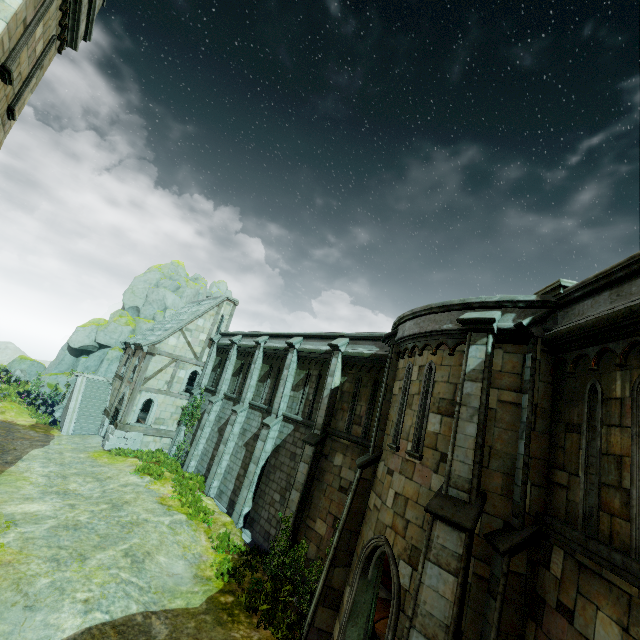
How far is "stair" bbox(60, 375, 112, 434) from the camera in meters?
24.4 m

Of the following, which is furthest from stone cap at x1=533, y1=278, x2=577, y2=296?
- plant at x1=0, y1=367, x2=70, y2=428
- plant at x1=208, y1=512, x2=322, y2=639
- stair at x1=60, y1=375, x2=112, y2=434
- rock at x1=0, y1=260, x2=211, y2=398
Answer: rock at x1=0, y1=260, x2=211, y2=398

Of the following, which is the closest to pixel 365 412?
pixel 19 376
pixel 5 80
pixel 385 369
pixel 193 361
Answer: pixel 385 369

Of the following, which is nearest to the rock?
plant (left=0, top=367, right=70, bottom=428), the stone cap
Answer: plant (left=0, top=367, right=70, bottom=428)

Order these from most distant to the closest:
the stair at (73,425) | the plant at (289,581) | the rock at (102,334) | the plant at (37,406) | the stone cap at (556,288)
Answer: the rock at (102,334) < the plant at (37,406) < the stair at (73,425) < the plant at (289,581) < the stone cap at (556,288)

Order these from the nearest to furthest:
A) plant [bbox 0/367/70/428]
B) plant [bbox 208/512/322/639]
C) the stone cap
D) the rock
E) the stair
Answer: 1. the stone cap
2. plant [bbox 208/512/322/639]
3. the stair
4. plant [bbox 0/367/70/428]
5. the rock

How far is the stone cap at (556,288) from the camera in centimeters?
681cm

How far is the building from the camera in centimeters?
2305cm
